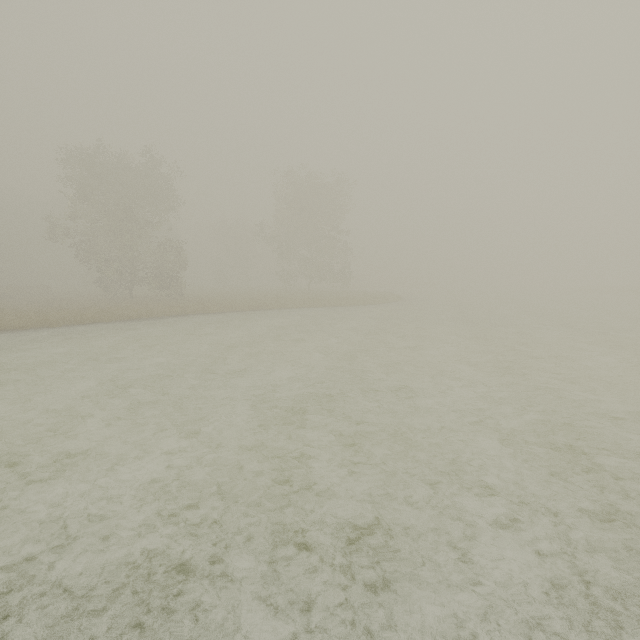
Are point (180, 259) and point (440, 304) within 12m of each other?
no
